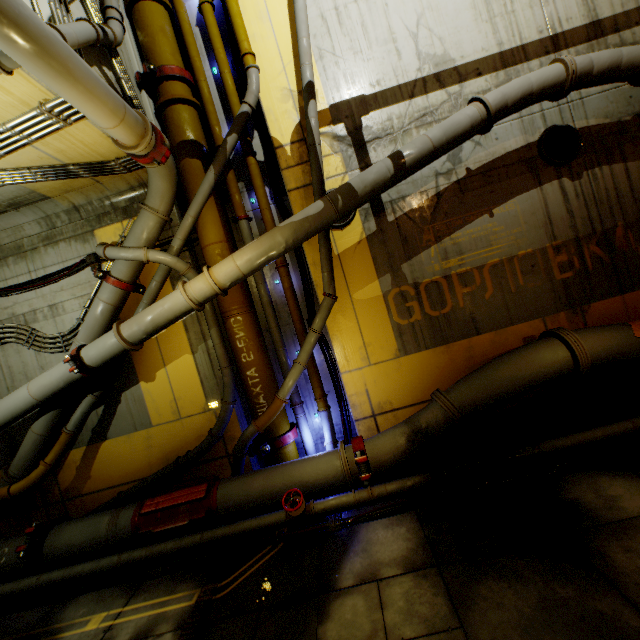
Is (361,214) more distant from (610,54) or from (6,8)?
(6,8)

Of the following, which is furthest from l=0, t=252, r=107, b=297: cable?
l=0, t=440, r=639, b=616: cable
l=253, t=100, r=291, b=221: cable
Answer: l=0, t=440, r=639, b=616: cable

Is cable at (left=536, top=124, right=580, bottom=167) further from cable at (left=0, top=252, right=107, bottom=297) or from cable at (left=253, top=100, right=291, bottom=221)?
cable at (left=0, top=252, right=107, bottom=297)

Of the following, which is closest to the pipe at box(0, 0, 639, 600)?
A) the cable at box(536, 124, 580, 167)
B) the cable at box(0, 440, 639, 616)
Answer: the cable at box(0, 440, 639, 616)

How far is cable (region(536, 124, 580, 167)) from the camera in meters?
6.4 m

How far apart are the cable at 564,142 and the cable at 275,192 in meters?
5.2

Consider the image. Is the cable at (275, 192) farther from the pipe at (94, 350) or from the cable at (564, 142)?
the cable at (564, 142)

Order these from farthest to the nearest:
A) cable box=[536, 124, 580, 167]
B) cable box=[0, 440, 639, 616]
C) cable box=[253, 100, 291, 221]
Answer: cable box=[253, 100, 291, 221]
cable box=[536, 124, 580, 167]
cable box=[0, 440, 639, 616]
